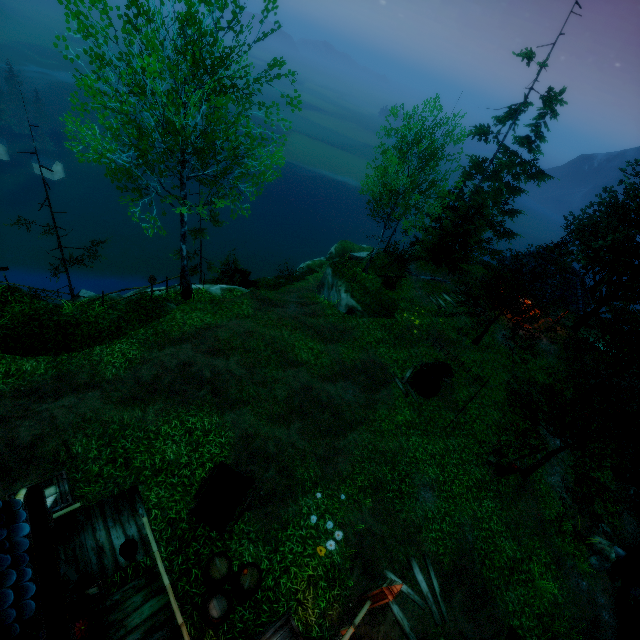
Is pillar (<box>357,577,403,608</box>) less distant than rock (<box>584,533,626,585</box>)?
Yes

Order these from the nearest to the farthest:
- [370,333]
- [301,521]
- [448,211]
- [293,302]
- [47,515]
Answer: [47,515], [301,521], [370,333], [293,302], [448,211]

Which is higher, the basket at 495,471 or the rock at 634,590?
the basket at 495,471

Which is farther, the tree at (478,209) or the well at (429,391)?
the tree at (478,209)

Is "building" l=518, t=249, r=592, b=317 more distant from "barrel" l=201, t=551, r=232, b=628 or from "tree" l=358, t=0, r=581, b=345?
"barrel" l=201, t=551, r=232, b=628

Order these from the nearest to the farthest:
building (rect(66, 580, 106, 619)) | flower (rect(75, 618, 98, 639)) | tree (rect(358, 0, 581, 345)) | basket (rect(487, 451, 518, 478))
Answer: flower (rect(75, 618, 98, 639)) → building (rect(66, 580, 106, 619)) → basket (rect(487, 451, 518, 478)) → tree (rect(358, 0, 581, 345))

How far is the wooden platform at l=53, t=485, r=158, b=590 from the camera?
7.74m

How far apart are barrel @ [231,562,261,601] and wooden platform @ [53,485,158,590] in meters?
1.3
